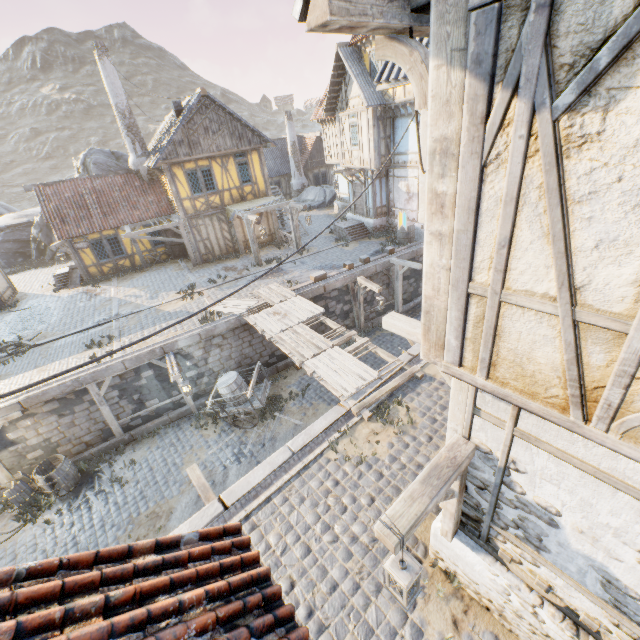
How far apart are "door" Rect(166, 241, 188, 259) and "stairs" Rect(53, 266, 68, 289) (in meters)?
5.38

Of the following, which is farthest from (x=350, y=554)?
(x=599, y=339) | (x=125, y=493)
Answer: (x=125, y=493)

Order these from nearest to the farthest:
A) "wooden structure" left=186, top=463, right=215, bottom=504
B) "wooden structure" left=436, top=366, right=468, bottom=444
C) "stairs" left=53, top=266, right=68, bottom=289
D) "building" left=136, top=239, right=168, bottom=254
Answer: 1. "wooden structure" left=436, top=366, right=468, bottom=444
2. "wooden structure" left=186, top=463, right=215, bottom=504
3. "stairs" left=53, top=266, right=68, bottom=289
4. "building" left=136, top=239, right=168, bottom=254

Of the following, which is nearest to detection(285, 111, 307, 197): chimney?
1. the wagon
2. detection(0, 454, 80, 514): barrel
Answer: the wagon

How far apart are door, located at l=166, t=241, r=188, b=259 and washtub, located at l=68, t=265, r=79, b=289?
5.5 meters

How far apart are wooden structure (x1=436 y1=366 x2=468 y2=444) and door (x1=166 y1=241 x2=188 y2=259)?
19.8m

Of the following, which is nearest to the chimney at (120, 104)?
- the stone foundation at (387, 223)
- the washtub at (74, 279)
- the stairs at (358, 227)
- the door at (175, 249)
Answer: the door at (175, 249)

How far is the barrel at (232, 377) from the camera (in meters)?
12.20
